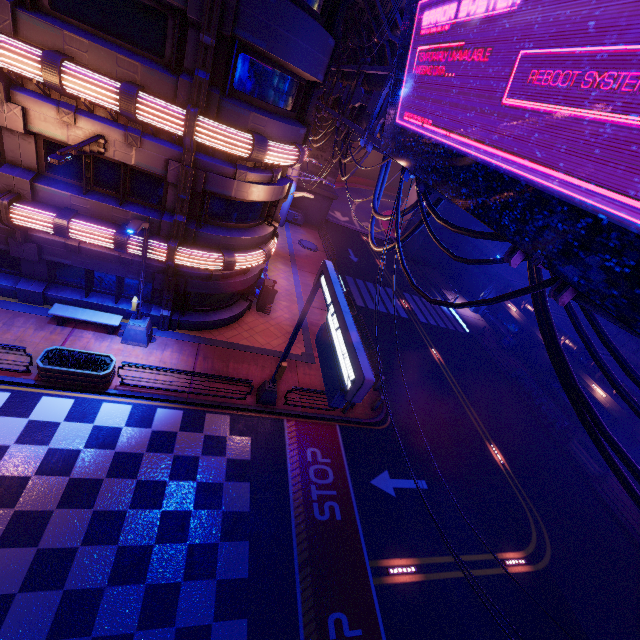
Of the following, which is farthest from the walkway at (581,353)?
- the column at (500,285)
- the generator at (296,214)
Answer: the generator at (296,214)

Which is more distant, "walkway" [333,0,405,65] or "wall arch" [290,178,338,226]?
"wall arch" [290,178,338,226]

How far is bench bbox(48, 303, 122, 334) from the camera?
13.0 meters

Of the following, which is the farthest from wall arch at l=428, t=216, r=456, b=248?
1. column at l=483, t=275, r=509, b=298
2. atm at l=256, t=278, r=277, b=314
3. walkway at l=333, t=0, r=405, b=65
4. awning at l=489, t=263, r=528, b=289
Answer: atm at l=256, t=278, r=277, b=314

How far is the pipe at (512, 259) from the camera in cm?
515

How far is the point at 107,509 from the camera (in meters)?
9.39

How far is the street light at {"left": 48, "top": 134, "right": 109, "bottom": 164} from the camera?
8.1 meters

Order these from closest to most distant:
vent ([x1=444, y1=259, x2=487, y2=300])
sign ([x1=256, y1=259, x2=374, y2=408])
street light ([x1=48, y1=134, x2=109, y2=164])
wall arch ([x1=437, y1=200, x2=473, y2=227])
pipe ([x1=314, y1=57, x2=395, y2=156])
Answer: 1. sign ([x1=256, y1=259, x2=374, y2=408])
2. street light ([x1=48, y1=134, x2=109, y2=164])
3. pipe ([x1=314, y1=57, x2=395, y2=156])
4. vent ([x1=444, y1=259, x2=487, y2=300])
5. wall arch ([x1=437, y1=200, x2=473, y2=227])
